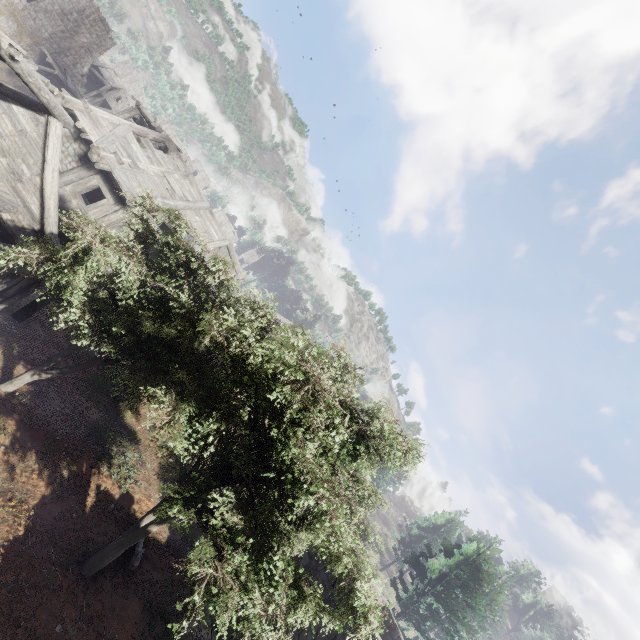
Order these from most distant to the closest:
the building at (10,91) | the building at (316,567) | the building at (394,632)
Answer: the building at (394,632) → the building at (10,91) → the building at (316,567)

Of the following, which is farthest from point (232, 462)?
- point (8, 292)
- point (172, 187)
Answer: point (172, 187)

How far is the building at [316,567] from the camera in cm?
956

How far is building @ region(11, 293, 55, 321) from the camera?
13.09m

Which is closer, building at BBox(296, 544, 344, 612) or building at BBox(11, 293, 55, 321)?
building at BBox(296, 544, 344, 612)

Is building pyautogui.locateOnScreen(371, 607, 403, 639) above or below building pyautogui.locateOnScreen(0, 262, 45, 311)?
above

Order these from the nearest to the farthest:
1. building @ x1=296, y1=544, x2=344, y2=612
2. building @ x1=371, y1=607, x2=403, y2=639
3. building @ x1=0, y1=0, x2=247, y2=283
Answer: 1. building @ x1=296, y1=544, x2=344, y2=612
2. building @ x1=0, y1=0, x2=247, y2=283
3. building @ x1=371, y1=607, x2=403, y2=639
